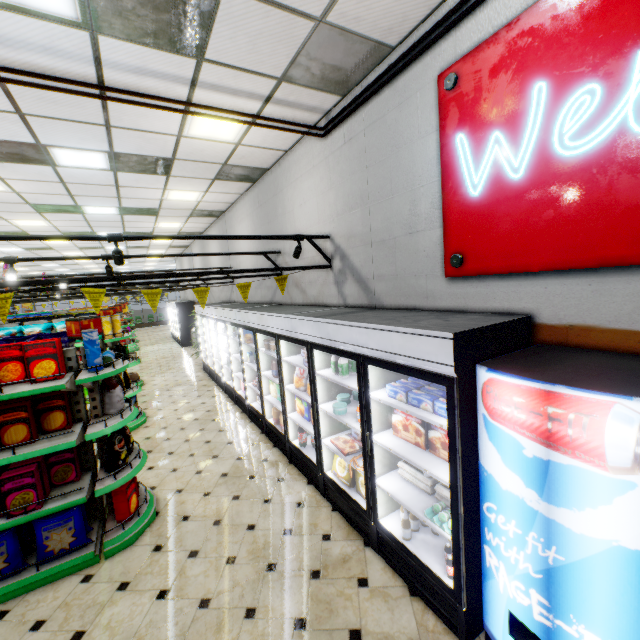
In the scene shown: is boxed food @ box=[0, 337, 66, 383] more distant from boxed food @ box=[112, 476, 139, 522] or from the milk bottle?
the milk bottle

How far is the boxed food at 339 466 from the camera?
3.51m

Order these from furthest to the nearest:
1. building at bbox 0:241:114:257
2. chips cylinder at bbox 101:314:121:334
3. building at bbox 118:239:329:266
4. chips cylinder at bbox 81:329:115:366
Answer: building at bbox 0:241:114:257 → chips cylinder at bbox 101:314:121:334 → building at bbox 118:239:329:266 → chips cylinder at bbox 81:329:115:366

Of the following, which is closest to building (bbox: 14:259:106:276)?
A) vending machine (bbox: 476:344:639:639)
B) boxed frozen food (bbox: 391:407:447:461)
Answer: vending machine (bbox: 476:344:639:639)

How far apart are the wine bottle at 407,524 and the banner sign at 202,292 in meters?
3.1

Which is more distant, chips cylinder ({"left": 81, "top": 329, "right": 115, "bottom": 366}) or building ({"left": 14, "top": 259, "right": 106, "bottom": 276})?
building ({"left": 14, "top": 259, "right": 106, "bottom": 276})

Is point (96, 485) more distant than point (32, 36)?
Yes

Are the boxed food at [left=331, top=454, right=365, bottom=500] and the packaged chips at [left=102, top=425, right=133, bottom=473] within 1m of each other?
no
